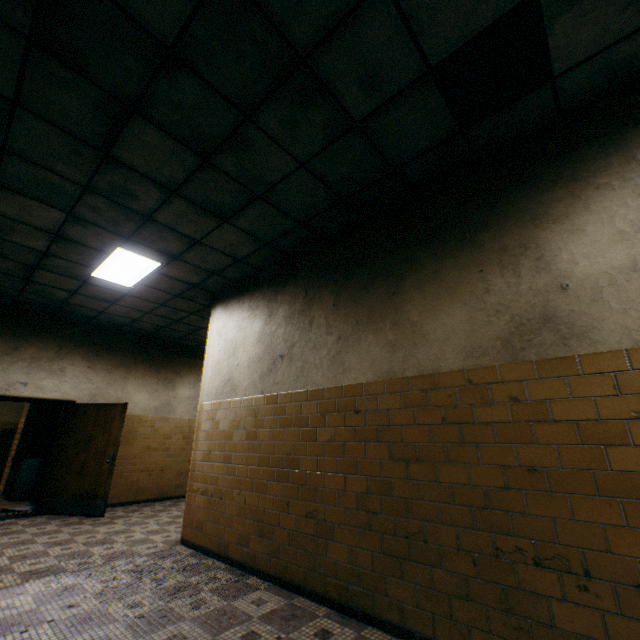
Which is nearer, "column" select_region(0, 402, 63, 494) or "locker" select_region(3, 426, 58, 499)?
"locker" select_region(3, 426, 58, 499)

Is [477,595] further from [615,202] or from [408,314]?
[615,202]

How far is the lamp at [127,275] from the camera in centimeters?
479cm

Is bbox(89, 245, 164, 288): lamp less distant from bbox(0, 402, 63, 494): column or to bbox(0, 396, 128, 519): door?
bbox(0, 396, 128, 519): door

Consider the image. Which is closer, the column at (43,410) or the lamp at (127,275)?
the lamp at (127,275)

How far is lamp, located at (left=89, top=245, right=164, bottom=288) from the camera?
4.8m

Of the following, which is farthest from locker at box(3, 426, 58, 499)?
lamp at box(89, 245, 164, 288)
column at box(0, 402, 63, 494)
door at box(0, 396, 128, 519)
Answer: lamp at box(89, 245, 164, 288)
